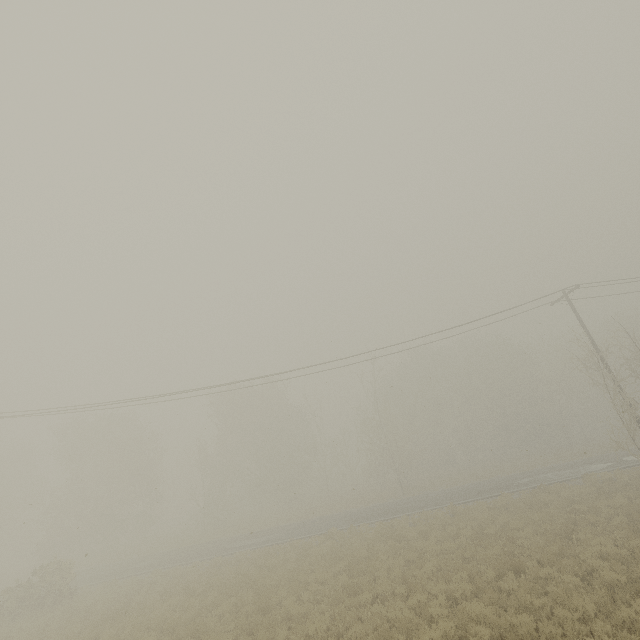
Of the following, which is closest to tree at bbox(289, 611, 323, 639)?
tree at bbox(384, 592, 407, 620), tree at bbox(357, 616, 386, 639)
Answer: tree at bbox(357, 616, 386, 639)

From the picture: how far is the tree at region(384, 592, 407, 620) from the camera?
10.3m

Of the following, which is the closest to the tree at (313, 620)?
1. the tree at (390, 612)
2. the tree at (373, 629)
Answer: the tree at (373, 629)

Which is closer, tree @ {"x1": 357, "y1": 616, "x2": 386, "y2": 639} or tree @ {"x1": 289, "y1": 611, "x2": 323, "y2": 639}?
tree @ {"x1": 357, "y1": 616, "x2": 386, "y2": 639}

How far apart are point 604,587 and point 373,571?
8.5m

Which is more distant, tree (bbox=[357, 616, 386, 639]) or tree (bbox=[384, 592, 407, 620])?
tree (bbox=[384, 592, 407, 620])

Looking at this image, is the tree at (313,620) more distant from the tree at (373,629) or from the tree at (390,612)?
the tree at (390,612)
